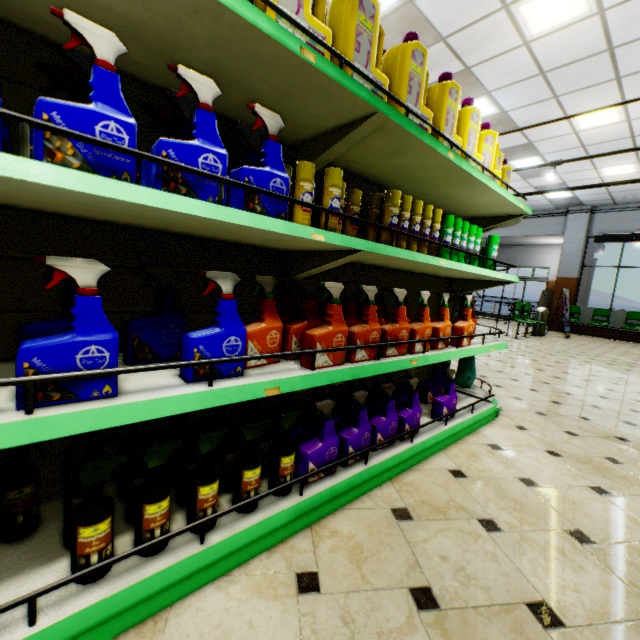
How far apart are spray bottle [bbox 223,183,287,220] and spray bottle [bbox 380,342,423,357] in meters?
0.5

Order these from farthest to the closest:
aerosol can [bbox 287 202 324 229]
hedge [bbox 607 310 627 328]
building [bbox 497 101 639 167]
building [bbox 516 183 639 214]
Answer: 1. hedge [bbox 607 310 627 328]
2. building [bbox 516 183 639 214]
3. building [bbox 497 101 639 167]
4. aerosol can [bbox 287 202 324 229]

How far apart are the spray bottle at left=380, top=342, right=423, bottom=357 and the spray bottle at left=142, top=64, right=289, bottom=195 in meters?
0.5

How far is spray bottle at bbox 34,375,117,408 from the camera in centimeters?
82cm

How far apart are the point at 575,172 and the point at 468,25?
7.2 meters

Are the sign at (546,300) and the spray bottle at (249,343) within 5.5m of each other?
no

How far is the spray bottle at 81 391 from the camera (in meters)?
0.82

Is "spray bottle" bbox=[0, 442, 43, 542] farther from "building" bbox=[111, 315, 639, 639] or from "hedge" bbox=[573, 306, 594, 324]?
"hedge" bbox=[573, 306, 594, 324]
